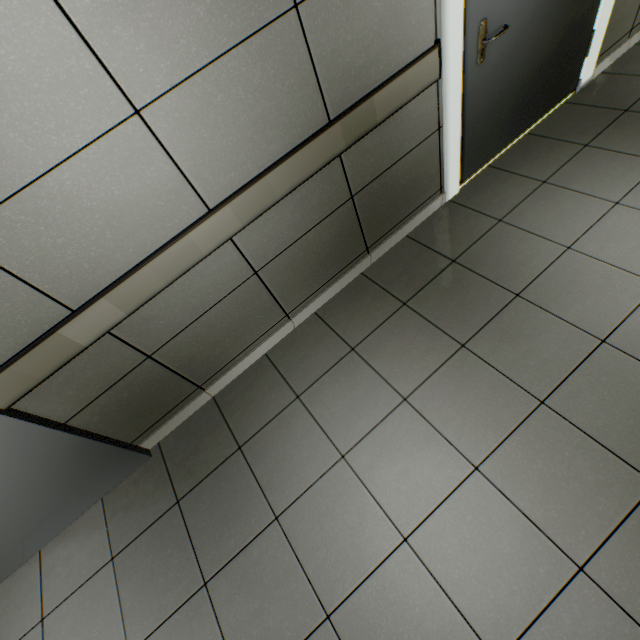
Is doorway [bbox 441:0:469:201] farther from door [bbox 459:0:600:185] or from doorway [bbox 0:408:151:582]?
doorway [bbox 0:408:151:582]

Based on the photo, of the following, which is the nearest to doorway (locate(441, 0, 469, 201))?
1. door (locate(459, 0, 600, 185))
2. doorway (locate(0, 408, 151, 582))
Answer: door (locate(459, 0, 600, 185))

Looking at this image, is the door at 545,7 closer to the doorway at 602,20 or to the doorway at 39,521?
the doorway at 602,20

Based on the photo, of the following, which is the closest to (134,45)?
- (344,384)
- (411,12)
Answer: (411,12)

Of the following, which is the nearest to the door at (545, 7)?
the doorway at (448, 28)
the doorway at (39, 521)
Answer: the doorway at (448, 28)

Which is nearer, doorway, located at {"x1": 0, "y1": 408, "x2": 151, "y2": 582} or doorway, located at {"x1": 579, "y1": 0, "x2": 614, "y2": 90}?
doorway, located at {"x1": 0, "y1": 408, "x2": 151, "y2": 582}
